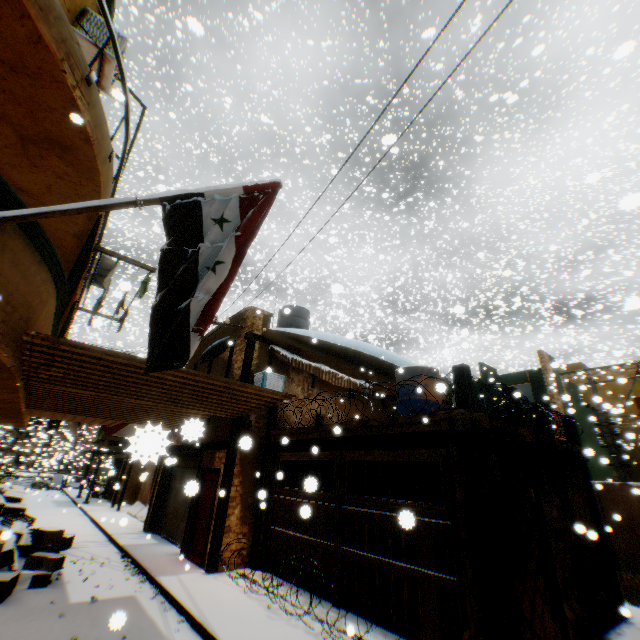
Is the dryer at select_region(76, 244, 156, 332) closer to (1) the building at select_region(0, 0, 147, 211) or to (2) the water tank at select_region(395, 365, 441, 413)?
(1) the building at select_region(0, 0, 147, 211)

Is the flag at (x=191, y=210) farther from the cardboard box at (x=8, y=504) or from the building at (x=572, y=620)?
the cardboard box at (x=8, y=504)

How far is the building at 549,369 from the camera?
17.9m

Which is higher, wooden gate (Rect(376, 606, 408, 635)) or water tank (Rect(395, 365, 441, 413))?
water tank (Rect(395, 365, 441, 413))

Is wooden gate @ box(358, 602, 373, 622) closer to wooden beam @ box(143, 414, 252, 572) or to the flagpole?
wooden beam @ box(143, 414, 252, 572)

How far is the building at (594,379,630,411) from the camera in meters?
11.3 m

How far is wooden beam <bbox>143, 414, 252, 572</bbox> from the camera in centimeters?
862cm

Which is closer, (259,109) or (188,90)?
(188,90)
